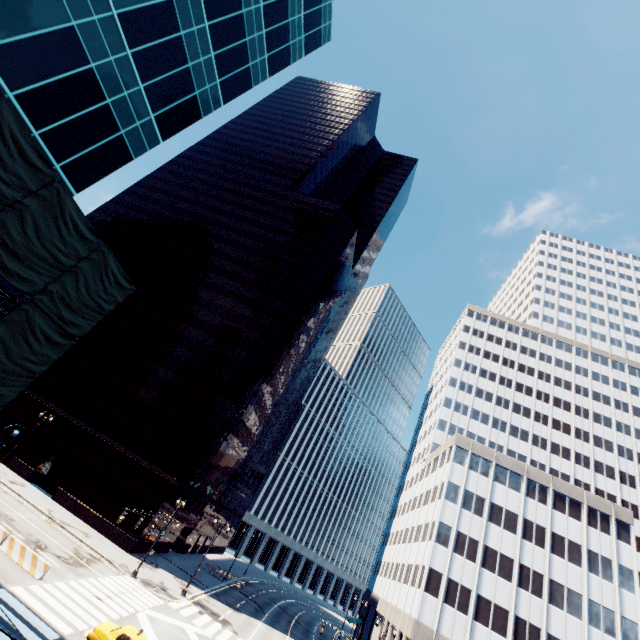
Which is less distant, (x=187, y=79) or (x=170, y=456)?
(x=187, y=79)

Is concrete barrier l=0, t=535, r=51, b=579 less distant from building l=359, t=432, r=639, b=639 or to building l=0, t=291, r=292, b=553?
building l=0, t=291, r=292, b=553

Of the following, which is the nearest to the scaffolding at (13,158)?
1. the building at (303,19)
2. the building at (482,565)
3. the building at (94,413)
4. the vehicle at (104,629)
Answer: the building at (303,19)

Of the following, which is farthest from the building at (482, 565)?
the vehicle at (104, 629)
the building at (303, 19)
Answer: the building at (303, 19)

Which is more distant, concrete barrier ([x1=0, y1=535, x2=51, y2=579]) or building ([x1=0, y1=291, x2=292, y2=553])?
building ([x1=0, y1=291, x2=292, y2=553])

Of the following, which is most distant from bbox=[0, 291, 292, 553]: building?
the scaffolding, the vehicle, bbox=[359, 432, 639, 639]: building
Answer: the scaffolding

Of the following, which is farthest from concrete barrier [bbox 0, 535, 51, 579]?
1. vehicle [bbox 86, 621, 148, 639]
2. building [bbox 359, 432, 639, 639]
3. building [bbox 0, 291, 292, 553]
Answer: building [bbox 359, 432, 639, 639]

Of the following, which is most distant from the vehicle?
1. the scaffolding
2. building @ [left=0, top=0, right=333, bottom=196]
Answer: building @ [left=0, top=0, right=333, bottom=196]
